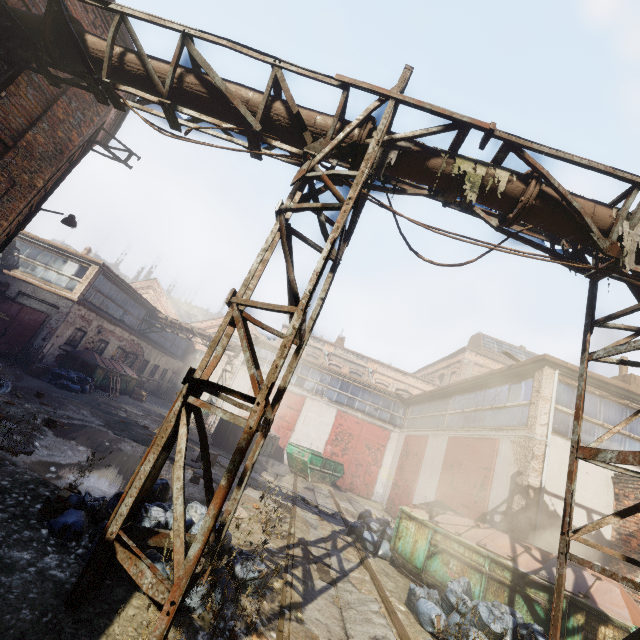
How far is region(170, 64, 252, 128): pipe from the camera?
4.61m

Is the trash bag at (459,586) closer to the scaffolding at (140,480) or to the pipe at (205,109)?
the scaffolding at (140,480)

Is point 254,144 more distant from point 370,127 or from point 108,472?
point 108,472

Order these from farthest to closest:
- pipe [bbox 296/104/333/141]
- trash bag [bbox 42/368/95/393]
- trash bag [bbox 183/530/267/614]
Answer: trash bag [bbox 42/368/95/393] < pipe [bbox 296/104/333/141] < trash bag [bbox 183/530/267/614]

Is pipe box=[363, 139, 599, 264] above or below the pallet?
above

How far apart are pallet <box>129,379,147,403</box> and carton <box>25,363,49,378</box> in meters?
6.6

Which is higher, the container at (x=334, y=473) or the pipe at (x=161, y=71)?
the pipe at (x=161, y=71)
